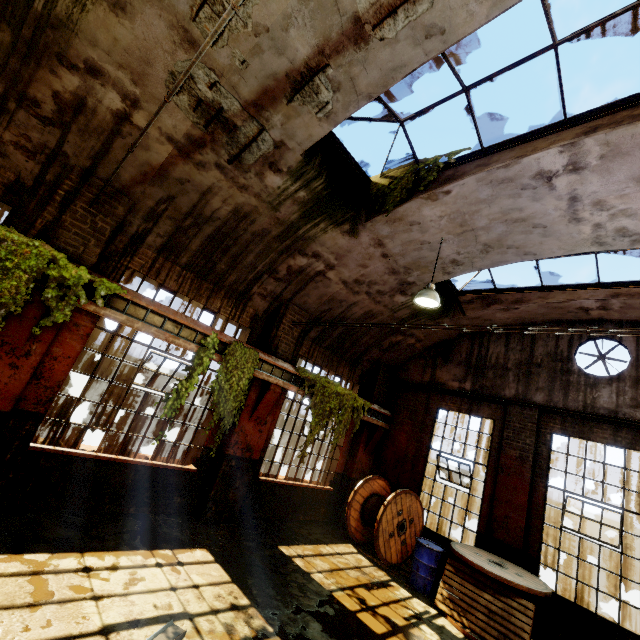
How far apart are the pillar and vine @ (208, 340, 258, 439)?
6.9m

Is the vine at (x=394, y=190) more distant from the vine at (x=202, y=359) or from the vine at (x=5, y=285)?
the vine at (x=202, y=359)

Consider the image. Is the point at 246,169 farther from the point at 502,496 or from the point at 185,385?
the point at 502,496

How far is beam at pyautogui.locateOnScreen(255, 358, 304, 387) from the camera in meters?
7.9 m

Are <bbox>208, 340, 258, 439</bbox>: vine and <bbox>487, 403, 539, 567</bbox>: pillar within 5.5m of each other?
no

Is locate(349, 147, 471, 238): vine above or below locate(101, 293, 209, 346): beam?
above

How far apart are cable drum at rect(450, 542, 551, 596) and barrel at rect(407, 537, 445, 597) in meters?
0.4

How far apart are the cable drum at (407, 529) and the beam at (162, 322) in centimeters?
608cm
